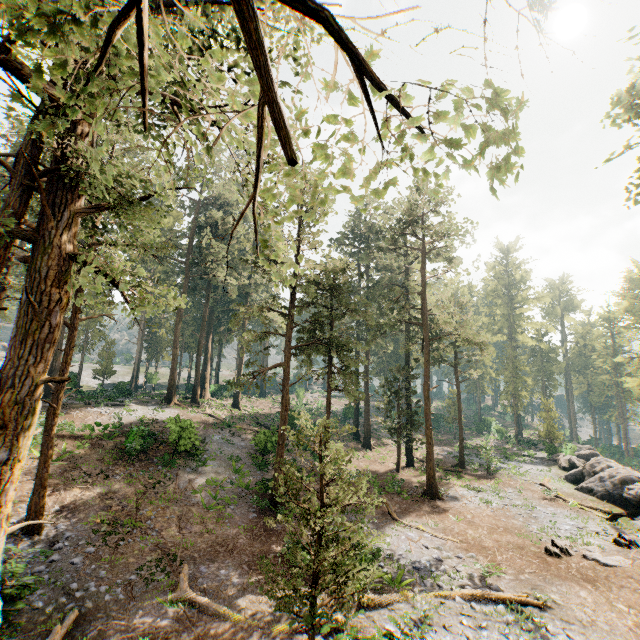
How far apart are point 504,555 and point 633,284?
51.2m

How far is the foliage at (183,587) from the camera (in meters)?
10.91

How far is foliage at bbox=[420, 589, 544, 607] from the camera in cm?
1180

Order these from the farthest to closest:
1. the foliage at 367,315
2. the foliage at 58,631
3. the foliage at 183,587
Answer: the foliage at 183,587 < the foliage at 58,631 < the foliage at 367,315

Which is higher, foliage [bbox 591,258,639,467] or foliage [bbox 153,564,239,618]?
foliage [bbox 591,258,639,467]

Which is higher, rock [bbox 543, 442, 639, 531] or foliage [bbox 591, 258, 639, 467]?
foliage [bbox 591, 258, 639, 467]

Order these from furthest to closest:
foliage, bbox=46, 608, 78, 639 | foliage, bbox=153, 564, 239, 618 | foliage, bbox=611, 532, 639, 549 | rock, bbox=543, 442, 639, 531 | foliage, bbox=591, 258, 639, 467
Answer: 1. foliage, bbox=591, 258, 639, 467
2. rock, bbox=543, 442, 639, 531
3. foliage, bbox=611, 532, 639, 549
4. foliage, bbox=153, 564, 239, 618
5. foliage, bbox=46, 608, 78, 639
